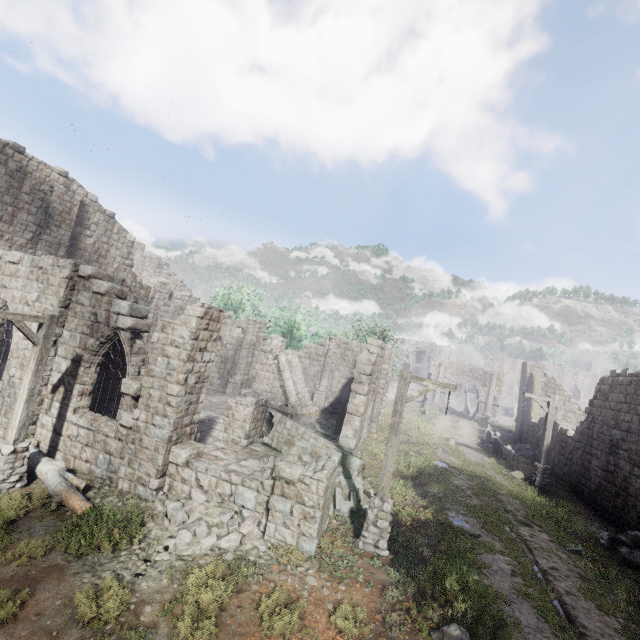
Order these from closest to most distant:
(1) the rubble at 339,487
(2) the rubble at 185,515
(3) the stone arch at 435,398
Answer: (2) the rubble at 185,515, (1) the rubble at 339,487, (3) the stone arch at 435,398

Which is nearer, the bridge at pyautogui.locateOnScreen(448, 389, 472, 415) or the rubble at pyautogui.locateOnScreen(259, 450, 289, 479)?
the rubble at pyautogui.locateOnScreen(259, 450, 289, 479)

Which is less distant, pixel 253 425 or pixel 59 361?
pixel 59 361

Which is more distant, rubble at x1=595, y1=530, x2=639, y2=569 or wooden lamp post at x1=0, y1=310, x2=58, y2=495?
rubble at x1=595, y1=530, x2=639, y2=569

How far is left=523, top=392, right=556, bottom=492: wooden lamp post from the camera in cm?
1642

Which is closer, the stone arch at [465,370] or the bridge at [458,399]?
the stone arch at [465,370]

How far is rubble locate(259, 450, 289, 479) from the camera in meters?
11.2 m

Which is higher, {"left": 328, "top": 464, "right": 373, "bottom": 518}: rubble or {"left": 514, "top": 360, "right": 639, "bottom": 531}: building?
{"left": 514, "top": 360, "right": 639, "bottom": 531}: building
